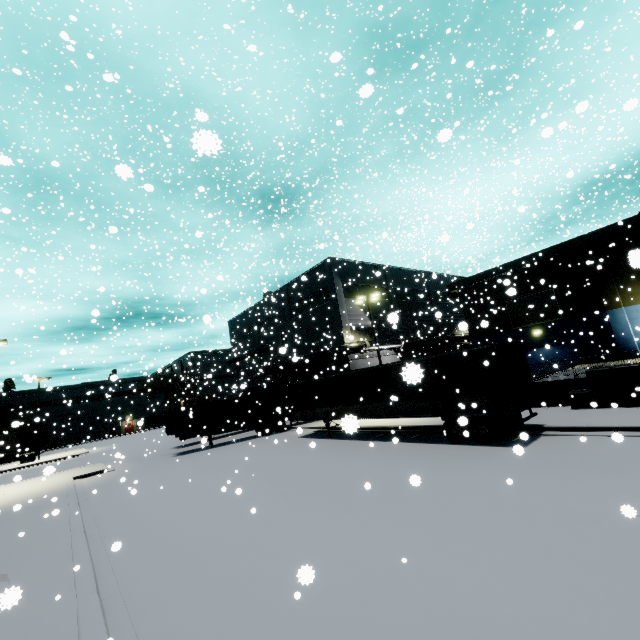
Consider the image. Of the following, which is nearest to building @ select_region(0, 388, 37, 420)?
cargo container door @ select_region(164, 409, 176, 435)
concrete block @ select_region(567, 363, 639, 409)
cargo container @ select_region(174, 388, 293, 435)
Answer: concrete block @ select_region(567, 363, 639, 409)

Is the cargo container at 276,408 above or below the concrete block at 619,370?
above

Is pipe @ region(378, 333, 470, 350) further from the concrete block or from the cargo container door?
the concrete block

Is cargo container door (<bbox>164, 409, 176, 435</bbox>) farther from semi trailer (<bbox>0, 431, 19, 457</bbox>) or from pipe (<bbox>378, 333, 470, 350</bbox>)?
pipe (<bbox>378, 333, 470, 350</bbox>)

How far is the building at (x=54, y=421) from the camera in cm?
5691

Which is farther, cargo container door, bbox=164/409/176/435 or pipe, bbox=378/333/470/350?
pipe, bbox=378/333/470/350

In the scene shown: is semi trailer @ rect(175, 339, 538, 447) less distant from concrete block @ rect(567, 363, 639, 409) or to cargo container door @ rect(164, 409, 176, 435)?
cargo container door @ rect(164, 409, 176, 435)

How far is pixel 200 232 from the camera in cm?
588
